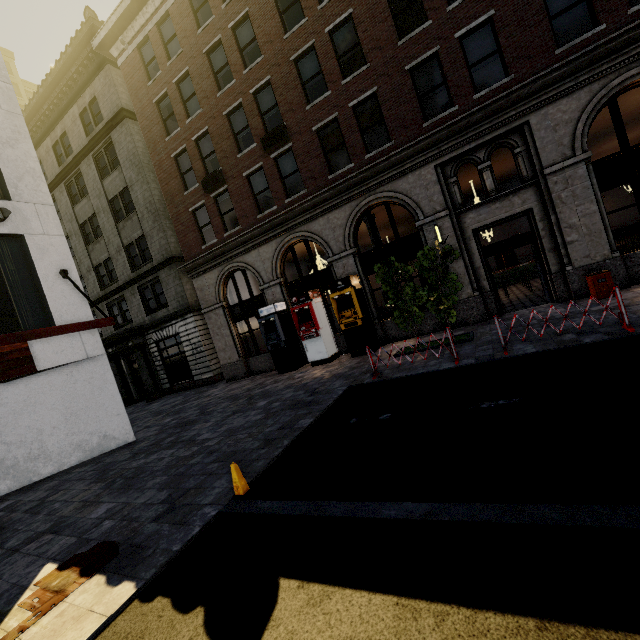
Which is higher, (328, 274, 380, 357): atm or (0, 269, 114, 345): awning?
(0, 269, 114, 345): awning

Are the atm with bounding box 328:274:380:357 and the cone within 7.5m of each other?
no

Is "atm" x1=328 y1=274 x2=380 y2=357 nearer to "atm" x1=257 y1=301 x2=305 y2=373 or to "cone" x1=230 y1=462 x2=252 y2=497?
"atm" x1=257 y1=301 x2=305 y2=373

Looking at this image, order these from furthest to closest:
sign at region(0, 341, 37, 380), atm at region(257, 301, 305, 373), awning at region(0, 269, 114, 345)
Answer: atm at region(257, 301, 305, 373), sign at region(0, 341, 37, 380), awning at region(0, 269, 114, 345)

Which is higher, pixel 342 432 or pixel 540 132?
pixel 540 132

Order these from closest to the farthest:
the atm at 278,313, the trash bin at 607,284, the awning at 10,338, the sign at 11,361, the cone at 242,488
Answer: the cone at 242,488 → the awning at 10,338 → the sign at 11,361 → the trash bin at 607,284 → the atm at 278,313

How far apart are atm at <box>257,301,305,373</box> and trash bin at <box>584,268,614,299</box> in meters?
11.0 m

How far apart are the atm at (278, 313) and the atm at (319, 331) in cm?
81
